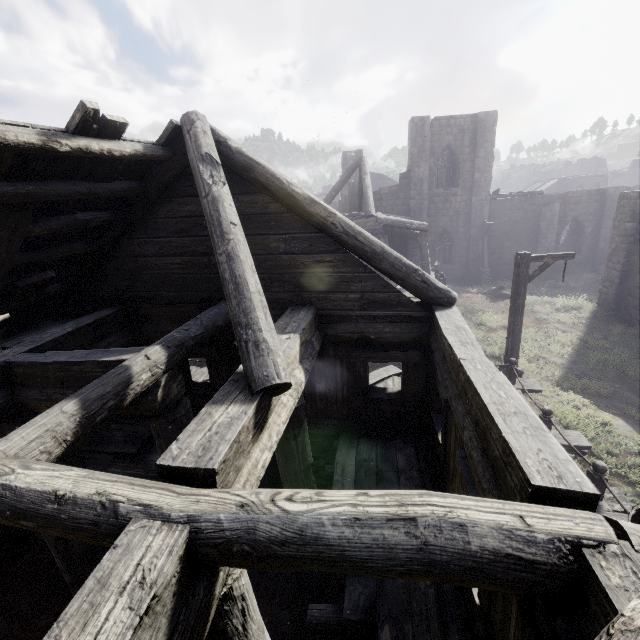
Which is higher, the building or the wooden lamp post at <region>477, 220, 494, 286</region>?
the building

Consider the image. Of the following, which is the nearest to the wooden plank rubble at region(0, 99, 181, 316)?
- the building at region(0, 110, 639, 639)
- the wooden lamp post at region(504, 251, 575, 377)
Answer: the building at region(0, 110, 639, 639)

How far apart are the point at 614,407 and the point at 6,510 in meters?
14.4 m

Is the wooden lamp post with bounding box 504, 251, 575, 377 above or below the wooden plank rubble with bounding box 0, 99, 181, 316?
below

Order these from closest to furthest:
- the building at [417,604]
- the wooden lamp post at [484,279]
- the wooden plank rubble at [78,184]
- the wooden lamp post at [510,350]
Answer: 1. the building at [417,604]
2. the wooden plank rubble at [78,184]
3. the wooden lamp post at [510,350]
4. the wooden lamp post at [484,279]

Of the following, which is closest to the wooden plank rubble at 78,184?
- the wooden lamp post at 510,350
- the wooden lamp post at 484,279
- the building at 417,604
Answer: the building at 417,604

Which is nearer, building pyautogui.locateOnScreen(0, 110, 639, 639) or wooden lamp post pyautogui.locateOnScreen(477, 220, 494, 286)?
building pyautogui.locateOnScreen(0, 110, 639, 639)

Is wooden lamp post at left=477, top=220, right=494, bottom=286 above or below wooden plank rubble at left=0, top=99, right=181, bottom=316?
below
